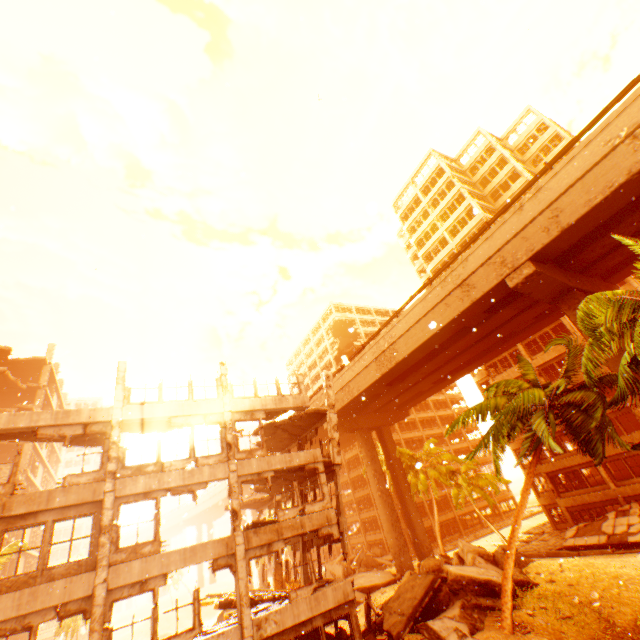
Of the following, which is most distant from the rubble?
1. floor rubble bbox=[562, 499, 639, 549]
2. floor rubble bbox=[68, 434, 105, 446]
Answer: floor rubble bbox=[562, 499, 639, 549]

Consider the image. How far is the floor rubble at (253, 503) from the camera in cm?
2552

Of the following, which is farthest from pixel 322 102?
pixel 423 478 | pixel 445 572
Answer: pixel 423 478

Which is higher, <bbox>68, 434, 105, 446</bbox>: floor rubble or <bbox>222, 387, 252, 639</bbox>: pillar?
<bbox>68, 434, 105, 446</bbox>: floor rubble

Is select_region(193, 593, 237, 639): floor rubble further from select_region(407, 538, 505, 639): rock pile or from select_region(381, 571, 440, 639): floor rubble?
select_region(381, 571, 440, 639): floor rubble

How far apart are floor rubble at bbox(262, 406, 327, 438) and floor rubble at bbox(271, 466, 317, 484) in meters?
2.5 m

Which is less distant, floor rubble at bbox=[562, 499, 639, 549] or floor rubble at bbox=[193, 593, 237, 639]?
floor rubble at bbox=[193, 593, 237, 639]

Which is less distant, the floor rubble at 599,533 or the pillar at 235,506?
the pillar at 235,506
